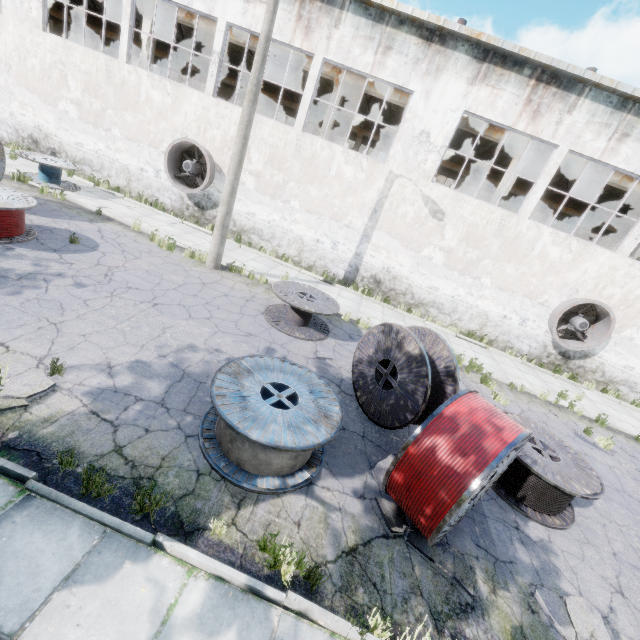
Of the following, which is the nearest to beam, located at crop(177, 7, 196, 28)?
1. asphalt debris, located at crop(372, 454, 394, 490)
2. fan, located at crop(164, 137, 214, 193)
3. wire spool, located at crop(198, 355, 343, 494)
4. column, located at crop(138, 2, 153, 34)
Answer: column, located at crop(138, 2, 153, 34)

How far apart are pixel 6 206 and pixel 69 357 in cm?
515

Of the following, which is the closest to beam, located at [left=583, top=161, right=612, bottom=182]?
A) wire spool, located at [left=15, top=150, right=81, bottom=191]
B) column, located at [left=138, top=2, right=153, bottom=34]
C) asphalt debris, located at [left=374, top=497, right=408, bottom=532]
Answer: column, located at [left=138, top=2, right=153, bottom=34]

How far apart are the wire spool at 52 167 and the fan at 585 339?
20.7 meters

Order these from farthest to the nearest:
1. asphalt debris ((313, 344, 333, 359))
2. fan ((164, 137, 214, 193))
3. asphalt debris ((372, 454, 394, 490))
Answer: fan ((164, 137, 214, 193)) < asphalt debris ((313, 344, 333, 359)) < asphalt debris ((372, 454, 394, 490))

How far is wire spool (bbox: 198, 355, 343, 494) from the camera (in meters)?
4.27

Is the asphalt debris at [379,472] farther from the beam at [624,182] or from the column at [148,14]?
the column at [148,14]

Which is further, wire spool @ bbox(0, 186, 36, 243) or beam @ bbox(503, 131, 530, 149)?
beam @ bbox(503, 131, 530, 149)
